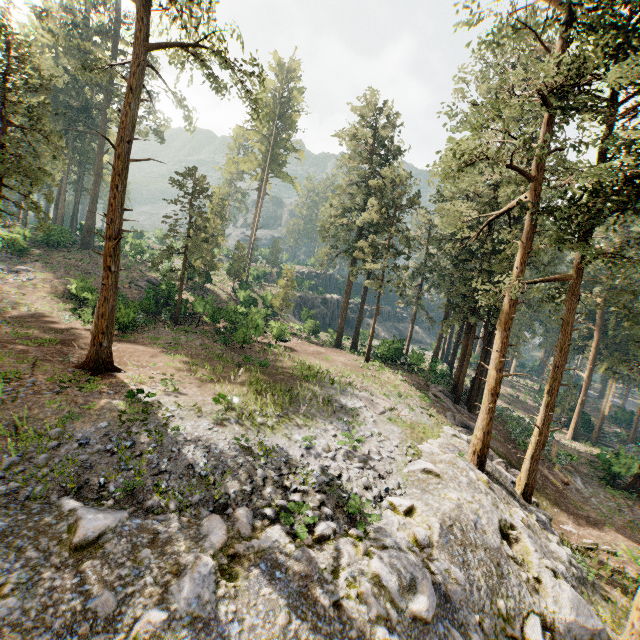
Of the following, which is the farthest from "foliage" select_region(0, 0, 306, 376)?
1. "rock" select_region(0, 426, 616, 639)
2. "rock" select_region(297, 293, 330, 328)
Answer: "rock" select_region(297, 293, 330, 328)

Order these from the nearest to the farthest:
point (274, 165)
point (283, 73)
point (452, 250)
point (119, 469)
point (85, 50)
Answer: point (119, 469), point (452, 250), point (85, 50), point (283, 73), point (274, 165)

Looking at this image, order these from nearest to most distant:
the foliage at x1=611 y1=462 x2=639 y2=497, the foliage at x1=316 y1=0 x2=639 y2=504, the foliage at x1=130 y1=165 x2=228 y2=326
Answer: the foliage at x1=316 y1=0 x2=639 y2=504
the foliage at x1=611 y1=462 x2=639 y2=497
the foliage at x1=130 y1=165 x2=228 y2=326

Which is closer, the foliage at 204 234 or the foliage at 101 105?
the foliage at 101 105

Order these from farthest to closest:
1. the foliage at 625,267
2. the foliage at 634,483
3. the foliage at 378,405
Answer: the foliage at 634,483
the foliage at 378,405
the foliage at 625,267

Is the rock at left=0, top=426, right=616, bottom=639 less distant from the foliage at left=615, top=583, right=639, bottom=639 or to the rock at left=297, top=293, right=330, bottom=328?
the foliage at left=615, top=583, right=639, bottom=639

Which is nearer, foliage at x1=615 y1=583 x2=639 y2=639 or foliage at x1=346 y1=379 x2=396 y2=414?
foliage at x1=615 y1=583 x2=639 y2=639

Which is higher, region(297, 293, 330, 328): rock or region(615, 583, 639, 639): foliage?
region(297, 293, 330, 328): rock
